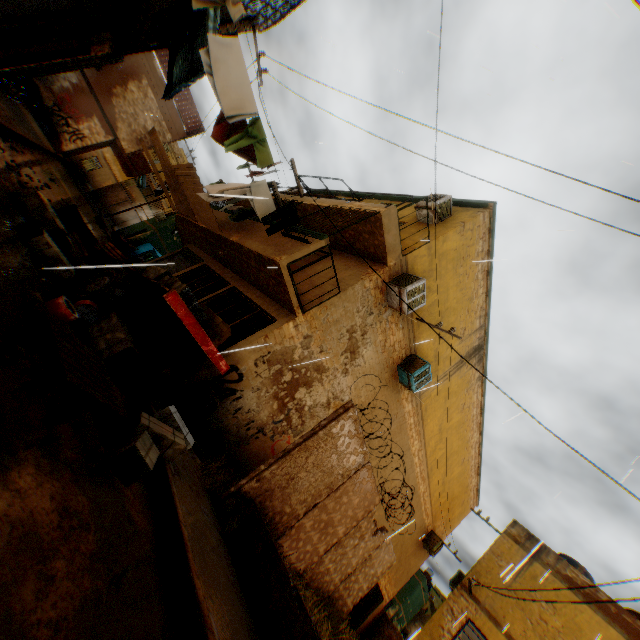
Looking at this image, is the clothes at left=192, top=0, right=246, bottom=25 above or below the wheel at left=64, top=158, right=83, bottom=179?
above

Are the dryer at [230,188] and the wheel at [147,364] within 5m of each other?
yes

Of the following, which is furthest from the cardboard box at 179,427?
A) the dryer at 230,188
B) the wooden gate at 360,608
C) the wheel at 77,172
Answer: the wheel at 77,172

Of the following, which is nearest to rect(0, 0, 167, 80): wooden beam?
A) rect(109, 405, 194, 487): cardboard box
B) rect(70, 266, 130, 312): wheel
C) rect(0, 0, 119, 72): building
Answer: rect(0, 0, 119, 72): building

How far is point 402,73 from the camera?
9.16m

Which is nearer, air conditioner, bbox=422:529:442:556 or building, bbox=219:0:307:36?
building, bbox=219:0:307:36

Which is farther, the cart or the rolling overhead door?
the rolling overhead door

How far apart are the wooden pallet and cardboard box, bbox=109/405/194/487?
0.2m
